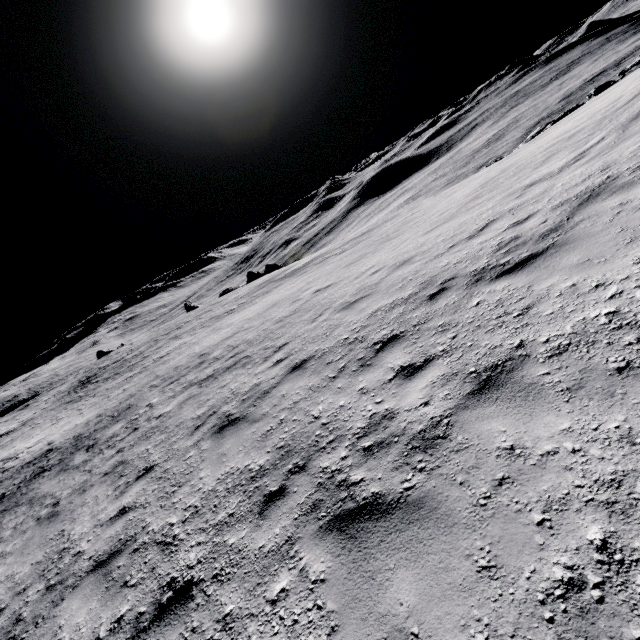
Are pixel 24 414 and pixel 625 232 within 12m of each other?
no
